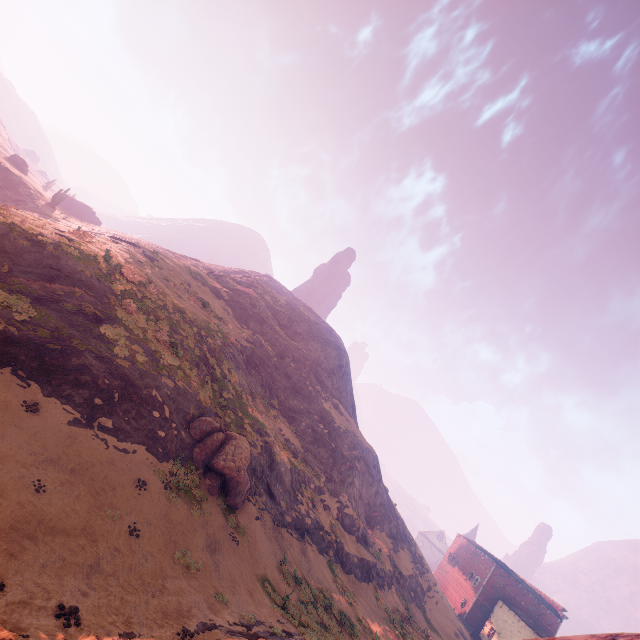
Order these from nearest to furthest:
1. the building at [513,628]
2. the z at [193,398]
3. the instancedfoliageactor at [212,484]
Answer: the z at [193,398] < the instancedfoliageactor at [212,484] < the building at [513,628]

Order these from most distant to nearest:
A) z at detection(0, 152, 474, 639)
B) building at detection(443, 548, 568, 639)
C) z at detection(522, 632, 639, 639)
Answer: building at detection(443, 548, 568, 639) → z at detection(0, 152, 474, 639) → z at detection(522, 632, 639, 639)

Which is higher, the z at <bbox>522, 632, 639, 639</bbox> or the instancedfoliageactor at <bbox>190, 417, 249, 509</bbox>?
the z at <bbox>522, 632, 639, 639</bbox>

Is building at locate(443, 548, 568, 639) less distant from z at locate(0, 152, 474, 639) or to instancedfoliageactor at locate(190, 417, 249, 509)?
z at locate(0, 152, 474, 639)

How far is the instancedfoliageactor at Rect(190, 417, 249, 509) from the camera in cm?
1870

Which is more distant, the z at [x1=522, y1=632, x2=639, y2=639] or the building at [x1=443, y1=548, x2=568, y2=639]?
the building at [x1=443, y1=548, x2=568, y2=639]

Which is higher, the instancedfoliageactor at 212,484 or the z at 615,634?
the z at 615,634

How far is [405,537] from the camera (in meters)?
46.47
